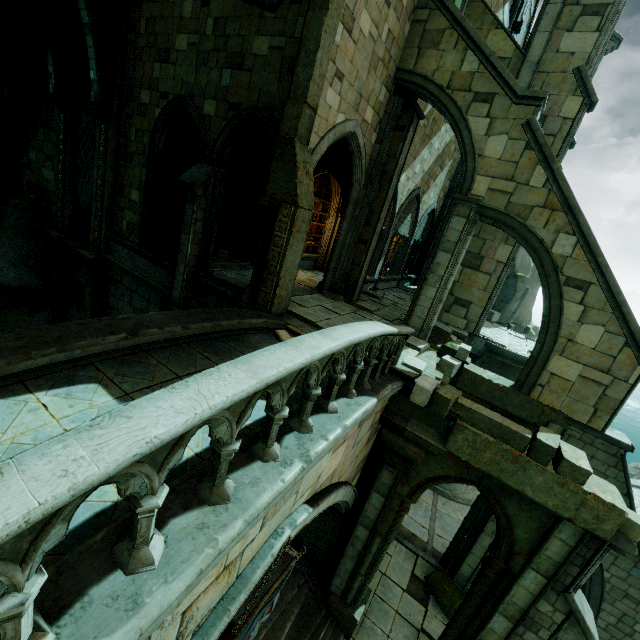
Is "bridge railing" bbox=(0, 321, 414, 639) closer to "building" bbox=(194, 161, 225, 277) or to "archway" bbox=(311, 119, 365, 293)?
"archway" bbox=(311, 119, 365, 293)

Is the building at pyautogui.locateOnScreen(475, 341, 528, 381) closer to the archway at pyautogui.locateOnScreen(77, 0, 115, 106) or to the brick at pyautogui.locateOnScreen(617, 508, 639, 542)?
the brick at pyautogui.locateOnScreen(617, 508, 639, 542)

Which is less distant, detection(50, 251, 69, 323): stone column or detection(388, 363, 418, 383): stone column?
detection(388, 363, 418, 383): stone column

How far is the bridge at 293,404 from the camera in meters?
4.4

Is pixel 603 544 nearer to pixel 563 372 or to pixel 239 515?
pixel 563 372

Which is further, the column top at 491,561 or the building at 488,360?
the building at 488,360

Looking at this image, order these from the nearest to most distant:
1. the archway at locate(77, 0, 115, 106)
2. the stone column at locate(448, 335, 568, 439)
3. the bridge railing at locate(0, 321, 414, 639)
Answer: the bridge railing at locate(0, 321, 414, 639), the stone column at locate(448, 335, 568, 439), the archway at locate(77, 0, 115, 106)

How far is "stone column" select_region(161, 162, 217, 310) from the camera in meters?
9.5
